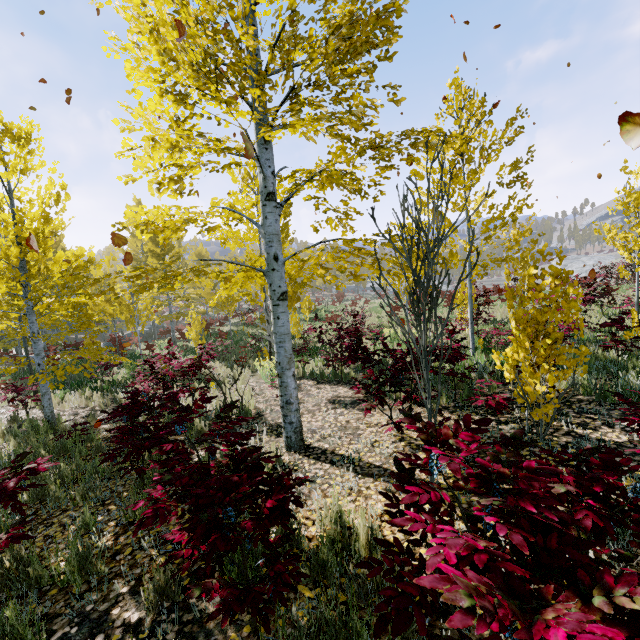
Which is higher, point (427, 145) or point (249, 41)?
point (249, 41)
